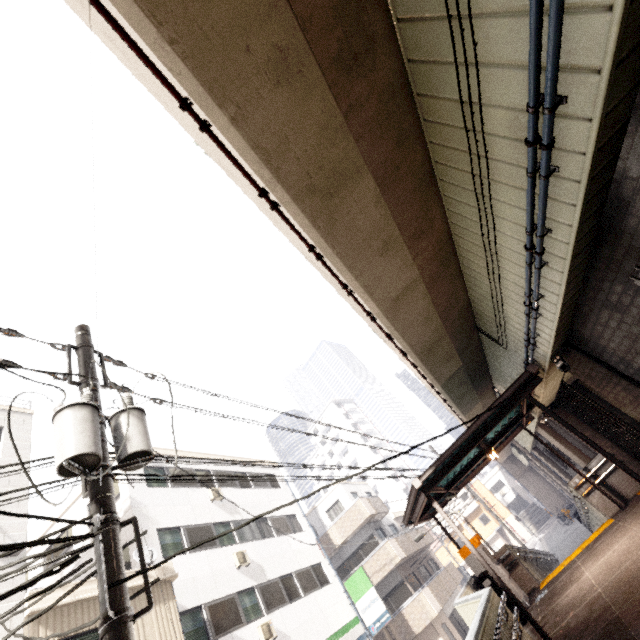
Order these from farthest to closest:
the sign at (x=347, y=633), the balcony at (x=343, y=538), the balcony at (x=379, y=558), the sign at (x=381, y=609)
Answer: the balcony at (x=343, y=538), the balcony at (x=379, y=558), the sign at (x=381, y=609), the sign at (x=347, y=633)

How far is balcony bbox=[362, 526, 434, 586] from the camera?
20.2 meters

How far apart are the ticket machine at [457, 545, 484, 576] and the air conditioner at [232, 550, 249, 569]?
9.4 meters

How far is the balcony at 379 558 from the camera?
20.2 meters

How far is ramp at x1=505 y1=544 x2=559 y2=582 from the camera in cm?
1036

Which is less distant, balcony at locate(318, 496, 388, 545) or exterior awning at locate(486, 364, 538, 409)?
exterior awning at locate(486, 364, 538, 409)

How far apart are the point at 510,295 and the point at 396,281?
2.0m

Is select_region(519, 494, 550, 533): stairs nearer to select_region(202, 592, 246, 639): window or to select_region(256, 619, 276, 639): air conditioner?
select_region(256, 619, 276, 639): air conditioner
